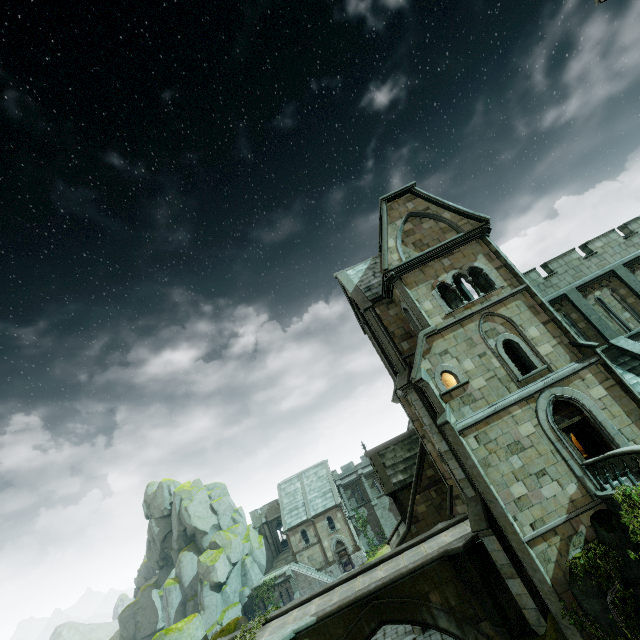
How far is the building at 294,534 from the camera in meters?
42.2 m

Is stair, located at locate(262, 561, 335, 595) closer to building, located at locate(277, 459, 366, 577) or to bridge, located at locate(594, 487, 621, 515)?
building, located at locate(277, 459, 366, 577)

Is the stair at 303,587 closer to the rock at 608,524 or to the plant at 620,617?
the rock at 608,524

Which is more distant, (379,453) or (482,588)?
(379,453)

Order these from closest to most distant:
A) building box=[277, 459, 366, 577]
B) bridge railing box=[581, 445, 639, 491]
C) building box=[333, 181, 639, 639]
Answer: bridge railing box=[581, 445, 639, 491], building box=[333, 181, 639, 639], building box=[277, 459, 366, 577]

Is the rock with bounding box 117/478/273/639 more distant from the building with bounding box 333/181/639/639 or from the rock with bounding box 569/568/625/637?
the rock with bounding box 569/568/625/637

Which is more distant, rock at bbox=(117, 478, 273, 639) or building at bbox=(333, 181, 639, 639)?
rock at bbox=(117, 478, 273, 639)

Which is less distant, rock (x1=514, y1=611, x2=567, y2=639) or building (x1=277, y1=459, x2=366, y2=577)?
rock (x1=514, y1=611, x2=567, y2=639)
